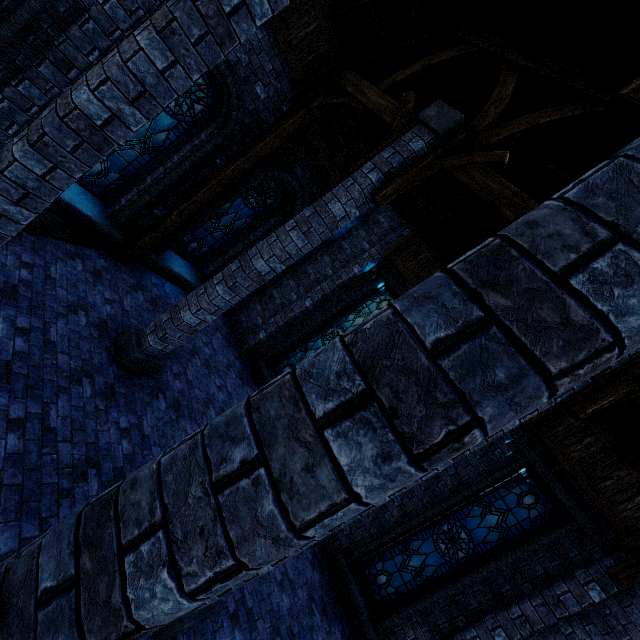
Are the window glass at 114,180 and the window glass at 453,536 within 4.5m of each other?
no

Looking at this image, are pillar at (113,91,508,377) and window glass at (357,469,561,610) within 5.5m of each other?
no

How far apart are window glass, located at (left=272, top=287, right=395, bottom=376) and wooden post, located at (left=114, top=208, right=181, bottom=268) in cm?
504

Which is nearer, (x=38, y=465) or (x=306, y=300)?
(x=38, y=465)

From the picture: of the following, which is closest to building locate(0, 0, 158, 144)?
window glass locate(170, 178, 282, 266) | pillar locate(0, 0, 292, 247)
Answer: pillar locate(0, 0, 292, 247)

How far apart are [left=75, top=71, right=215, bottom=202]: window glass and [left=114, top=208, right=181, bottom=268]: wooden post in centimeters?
80cm

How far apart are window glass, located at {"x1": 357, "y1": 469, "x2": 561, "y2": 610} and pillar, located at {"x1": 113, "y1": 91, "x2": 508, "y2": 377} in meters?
6.5 m

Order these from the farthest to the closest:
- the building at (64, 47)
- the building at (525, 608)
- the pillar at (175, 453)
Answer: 1. the building at (525, 608)
2. the building at (64, 47)
3. the pillar at (175, 453)
